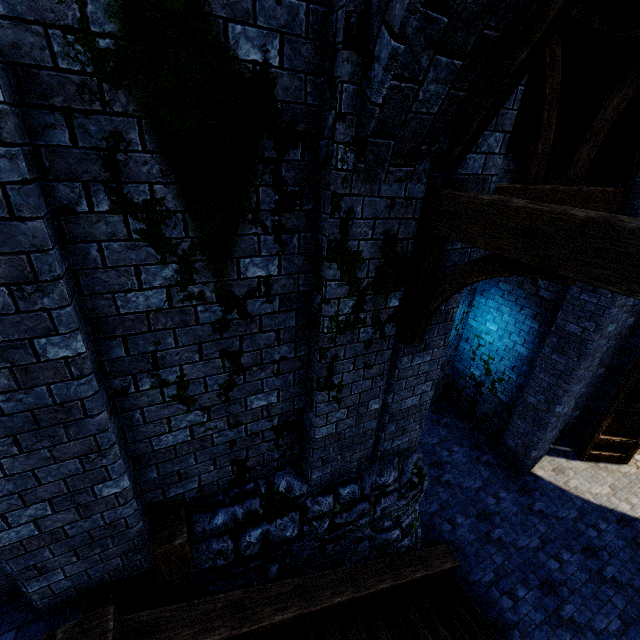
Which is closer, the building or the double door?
the building

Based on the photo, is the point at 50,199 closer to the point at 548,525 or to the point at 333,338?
the point at 333,338

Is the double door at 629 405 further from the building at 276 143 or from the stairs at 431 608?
the stairs at 431 608

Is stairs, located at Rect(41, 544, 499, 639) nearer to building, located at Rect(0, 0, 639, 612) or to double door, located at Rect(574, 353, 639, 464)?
building, located at Rect(0, 0, 639, 612)

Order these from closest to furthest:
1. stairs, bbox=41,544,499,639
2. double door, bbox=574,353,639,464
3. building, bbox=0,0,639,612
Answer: building, bbox=0,0,639,612
stairs, bbox=41,544,499,639
double door, bbox=574,353,639,464

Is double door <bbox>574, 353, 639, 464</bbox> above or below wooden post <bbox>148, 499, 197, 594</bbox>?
below

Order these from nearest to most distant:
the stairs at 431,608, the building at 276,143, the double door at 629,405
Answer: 1. the building at 276,143
2. the stairs at 431,608
3. the double door at 629,405

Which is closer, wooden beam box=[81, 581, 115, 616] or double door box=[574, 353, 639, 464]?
wooden beam box=[81, 581, 115, 616]
